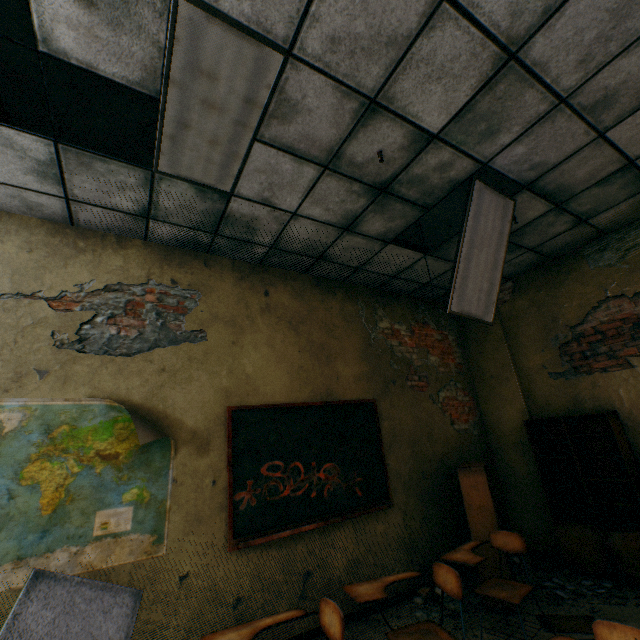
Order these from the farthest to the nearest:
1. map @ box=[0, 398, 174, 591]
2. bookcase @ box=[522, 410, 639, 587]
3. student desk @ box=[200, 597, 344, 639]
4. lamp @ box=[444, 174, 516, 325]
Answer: bookcase @ box=[522, 410, 639, 587]
lamp @ box=[444, 174, 516, 325]
map @ box=[0, 398, 174, 591]
student desk @ box=[200, 597, 344, 639]

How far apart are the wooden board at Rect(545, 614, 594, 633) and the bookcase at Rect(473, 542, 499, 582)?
0.18m

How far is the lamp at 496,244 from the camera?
3.1m

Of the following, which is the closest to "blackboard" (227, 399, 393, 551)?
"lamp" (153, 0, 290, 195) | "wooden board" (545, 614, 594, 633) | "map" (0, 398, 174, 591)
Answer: "map" (0, 398, 174, 591)

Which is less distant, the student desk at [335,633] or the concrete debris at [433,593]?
the student desk at [335,633]

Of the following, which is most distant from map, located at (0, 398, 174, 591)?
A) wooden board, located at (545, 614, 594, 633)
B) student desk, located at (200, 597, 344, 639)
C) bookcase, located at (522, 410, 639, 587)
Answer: bookcase, located at (522, 410, 639, 587)

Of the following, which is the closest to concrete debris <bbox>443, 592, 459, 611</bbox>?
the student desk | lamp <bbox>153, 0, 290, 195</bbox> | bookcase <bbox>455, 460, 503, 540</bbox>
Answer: bookcase <bbox>455, 460, 503, 540</bbox>

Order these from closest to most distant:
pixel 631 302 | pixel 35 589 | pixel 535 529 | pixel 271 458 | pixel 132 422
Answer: pixel 35 589 → pixel 132 422 → pixel 271 458 → pixel 631 302 → pixel 535 529
